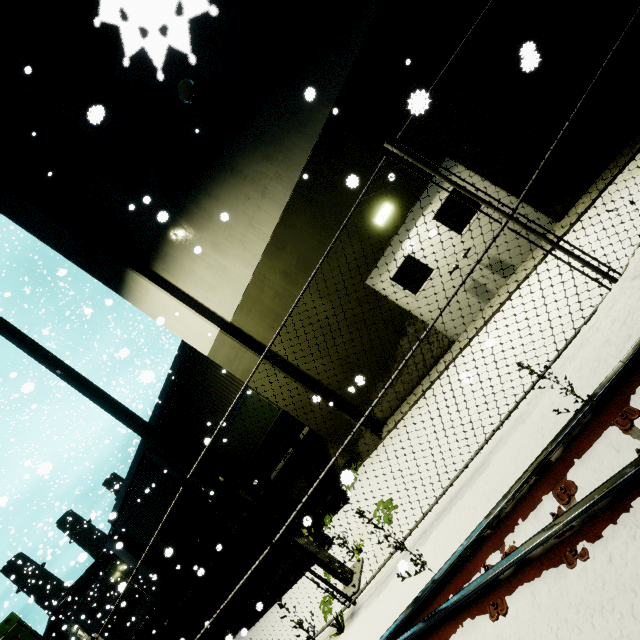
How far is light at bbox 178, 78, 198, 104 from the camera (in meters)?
7.06

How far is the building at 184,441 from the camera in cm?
1308

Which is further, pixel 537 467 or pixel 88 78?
pixel 88 78

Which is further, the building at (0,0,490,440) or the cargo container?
the building at (0,0,490,440)

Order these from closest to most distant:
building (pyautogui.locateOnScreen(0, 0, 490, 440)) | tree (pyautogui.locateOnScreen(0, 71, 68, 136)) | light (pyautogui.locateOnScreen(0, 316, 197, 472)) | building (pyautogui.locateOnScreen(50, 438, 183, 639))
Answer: light (pyautogui.locateOnScreen(0, 316, 197, 472)) → building (pyautogui.locateOnScreen(0, 0, 490, 440)) → tree (pyautogui.locateOnScreen(0, 71, 68, 136)) → building (pyautogui.locateOnScreen(50, 438, 183, 639))

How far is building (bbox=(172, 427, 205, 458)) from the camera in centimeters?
1308cm

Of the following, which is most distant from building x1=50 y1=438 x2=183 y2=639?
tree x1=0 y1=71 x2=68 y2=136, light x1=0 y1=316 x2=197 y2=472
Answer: light x1=0 y1=316 x2=197 y2=472

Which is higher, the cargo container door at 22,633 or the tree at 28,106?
the tree at 28,106
